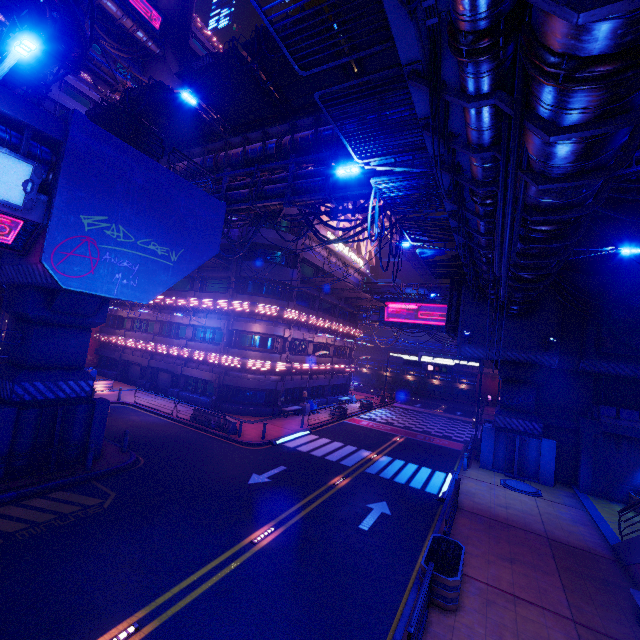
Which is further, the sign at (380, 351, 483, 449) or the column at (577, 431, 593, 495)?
the sign at (380, 351, 483, 449)

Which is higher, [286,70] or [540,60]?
[286,70]

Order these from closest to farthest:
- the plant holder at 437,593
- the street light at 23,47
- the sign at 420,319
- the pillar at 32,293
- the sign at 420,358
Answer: Answer: the street light at 23,47 → the plant holder at 437,593 → the pillar at 32,293 → the sign at 420,358 → the sign at 420,319

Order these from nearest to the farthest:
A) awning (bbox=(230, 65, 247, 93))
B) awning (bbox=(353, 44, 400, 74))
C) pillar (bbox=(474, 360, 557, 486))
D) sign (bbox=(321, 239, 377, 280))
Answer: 1. awning (bbox=(353, 44, 400, 74))
2. awning (bbox=(230, 65, 247, 93))
3. pillar (bbox=(474, 360, 557, 486))
4. sign (bbox=(321, 239, 377, 280))

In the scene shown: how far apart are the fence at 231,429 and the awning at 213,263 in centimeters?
1172cm

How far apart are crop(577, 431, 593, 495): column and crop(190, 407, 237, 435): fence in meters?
22.5 m

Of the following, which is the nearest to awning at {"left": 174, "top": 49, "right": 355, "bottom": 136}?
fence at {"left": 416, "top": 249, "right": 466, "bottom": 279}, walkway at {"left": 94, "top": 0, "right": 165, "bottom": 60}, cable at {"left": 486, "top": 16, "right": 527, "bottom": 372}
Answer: fence at {"left": 416, "top": 249, "right": 466, "bottom": 279}

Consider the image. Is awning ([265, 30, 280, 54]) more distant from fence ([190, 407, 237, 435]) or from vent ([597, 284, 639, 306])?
fence ([190, 407, 237, 435])
